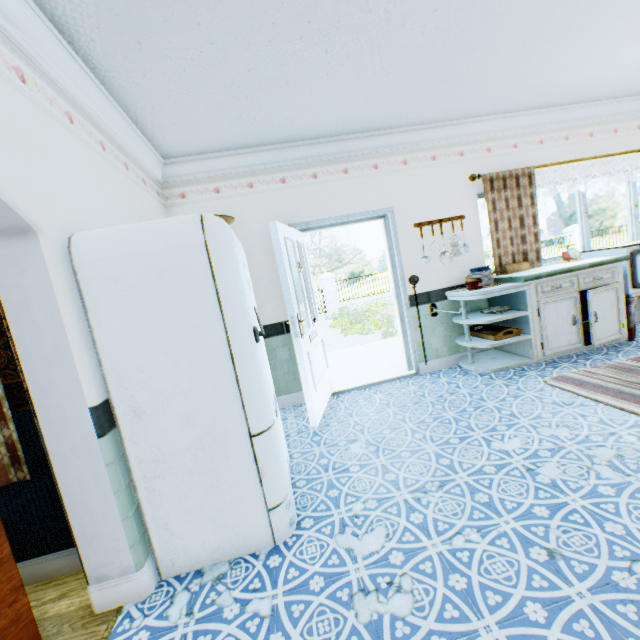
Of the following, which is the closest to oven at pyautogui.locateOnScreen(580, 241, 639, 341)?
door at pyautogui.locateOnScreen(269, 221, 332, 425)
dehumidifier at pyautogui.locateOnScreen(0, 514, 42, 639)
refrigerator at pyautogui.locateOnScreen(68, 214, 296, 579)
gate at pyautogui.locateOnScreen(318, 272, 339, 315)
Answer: door at pyautogui.locateOnScreen(269, 221, 332, 425)

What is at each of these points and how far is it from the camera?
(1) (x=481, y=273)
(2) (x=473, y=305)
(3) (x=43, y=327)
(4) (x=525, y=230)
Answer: (1) cooking pot, 4.1 meters
(2) building, 4.5 meters
(3) building, 1.6 meters
(4) curtain, 4.4 meters

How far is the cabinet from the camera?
3.8 meters

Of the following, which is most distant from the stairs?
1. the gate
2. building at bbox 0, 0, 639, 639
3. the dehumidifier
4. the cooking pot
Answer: the gate

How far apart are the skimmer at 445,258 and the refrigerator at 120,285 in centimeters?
275cm

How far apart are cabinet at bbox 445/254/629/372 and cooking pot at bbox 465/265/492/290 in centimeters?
9cm

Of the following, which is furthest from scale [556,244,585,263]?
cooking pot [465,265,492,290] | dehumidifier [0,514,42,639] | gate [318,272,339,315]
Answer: gate [318,272,339,315]

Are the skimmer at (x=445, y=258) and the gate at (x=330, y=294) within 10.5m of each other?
no
